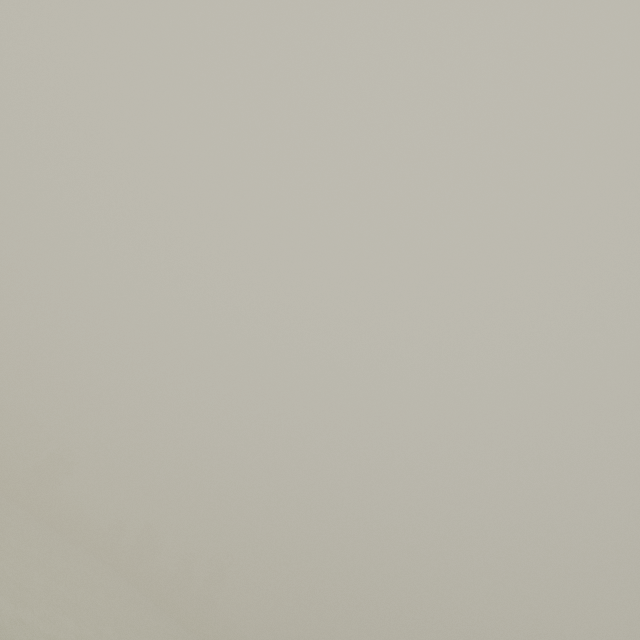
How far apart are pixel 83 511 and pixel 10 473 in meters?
15.9
